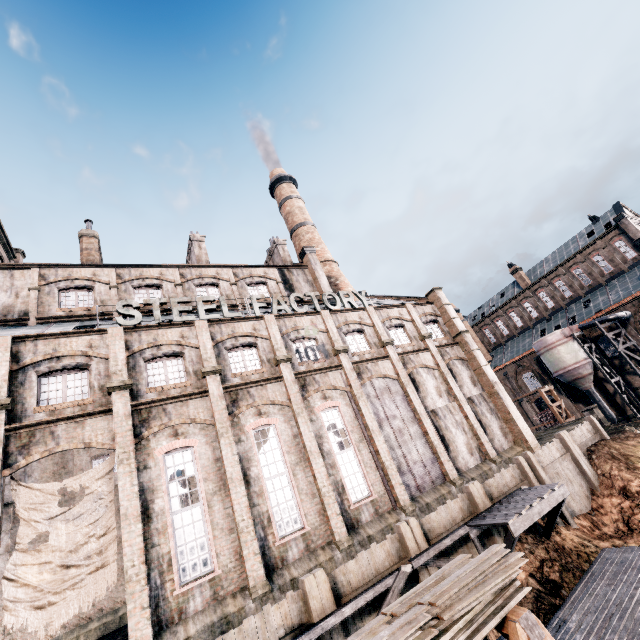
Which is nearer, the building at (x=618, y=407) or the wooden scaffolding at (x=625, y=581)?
the wooden scaffolding at (x=625, y=581)

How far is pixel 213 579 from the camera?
13.8 meters

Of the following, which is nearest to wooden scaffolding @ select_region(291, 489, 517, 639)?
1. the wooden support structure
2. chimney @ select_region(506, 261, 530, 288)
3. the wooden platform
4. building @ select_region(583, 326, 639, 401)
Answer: the wooden platform

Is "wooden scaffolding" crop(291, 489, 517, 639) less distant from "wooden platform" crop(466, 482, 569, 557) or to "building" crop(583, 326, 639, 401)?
"wooden platform" crop(466, 482, 569, 557)

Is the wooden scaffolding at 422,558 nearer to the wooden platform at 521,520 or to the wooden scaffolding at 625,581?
the wooden platform at 521,520

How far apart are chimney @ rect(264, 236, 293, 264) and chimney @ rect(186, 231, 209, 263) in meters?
7.5

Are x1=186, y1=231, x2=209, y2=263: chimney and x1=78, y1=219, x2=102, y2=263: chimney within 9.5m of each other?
yes

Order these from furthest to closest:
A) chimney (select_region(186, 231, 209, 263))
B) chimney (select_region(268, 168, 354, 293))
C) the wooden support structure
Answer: chimney (select_region(268, 168, 354, 293)) < chimney (select_region(186, 231, 209, 263)) < the wooden support structure
